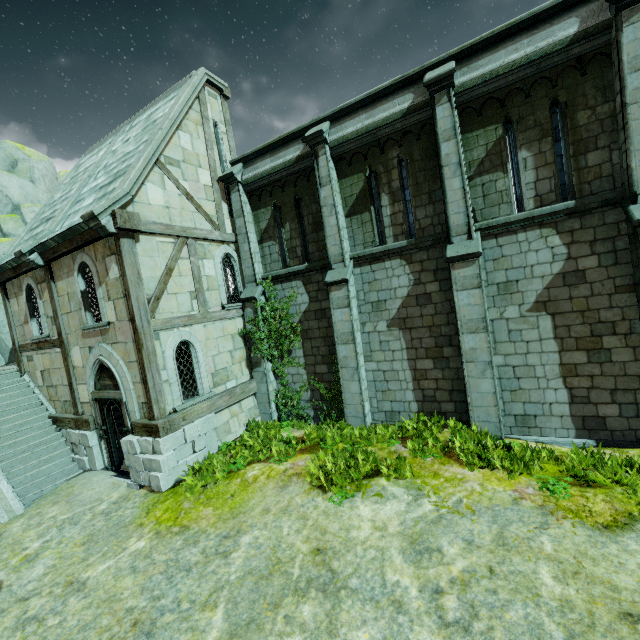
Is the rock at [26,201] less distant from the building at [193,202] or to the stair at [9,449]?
the stair at [9,449]

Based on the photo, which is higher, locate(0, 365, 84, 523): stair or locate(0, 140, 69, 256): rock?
locate(0, 140, 69, 256): rock

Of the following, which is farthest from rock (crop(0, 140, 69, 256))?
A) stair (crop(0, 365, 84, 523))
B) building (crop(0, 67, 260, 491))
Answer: building (crop(0, 67, 260, 491))

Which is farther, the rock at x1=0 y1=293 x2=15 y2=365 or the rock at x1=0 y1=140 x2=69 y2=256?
the rock at x1=0 y1=140 x2=69 y2=256

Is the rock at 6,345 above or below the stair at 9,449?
above

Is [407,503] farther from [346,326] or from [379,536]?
[346,326]
